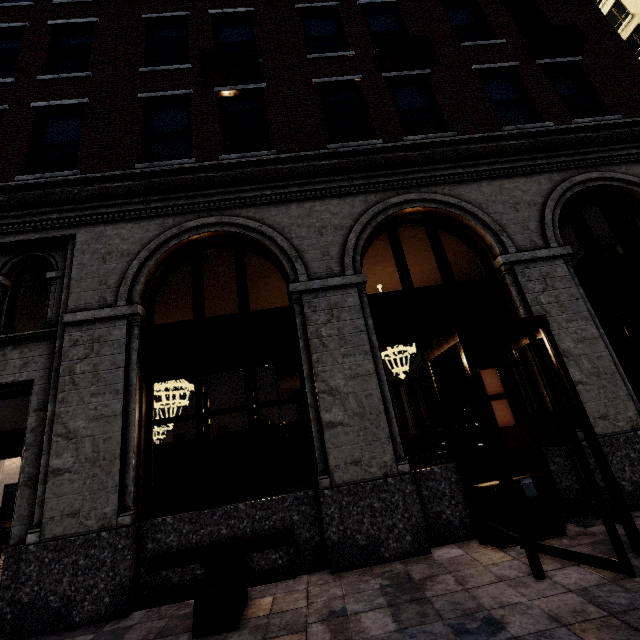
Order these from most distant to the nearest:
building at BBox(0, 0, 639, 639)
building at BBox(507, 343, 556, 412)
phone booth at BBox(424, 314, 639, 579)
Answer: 1. building at BBox(507, 343, 556, 412)
2. building at BBox(0, 0, 639, 639)
3. phone booth at BBox(424, 314, 639, 579)

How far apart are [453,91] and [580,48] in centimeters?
366cm

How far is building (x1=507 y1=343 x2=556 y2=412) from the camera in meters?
5.4 m

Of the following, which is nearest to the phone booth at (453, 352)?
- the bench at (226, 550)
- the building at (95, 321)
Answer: the building at (95, 321)

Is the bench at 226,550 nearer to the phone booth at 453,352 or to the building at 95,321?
the building at 95,321

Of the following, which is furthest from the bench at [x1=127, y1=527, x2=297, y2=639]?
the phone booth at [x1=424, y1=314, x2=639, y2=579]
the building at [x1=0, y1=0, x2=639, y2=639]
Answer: the phone booth at [x1=424, y1=314, x2=639, y2=579]

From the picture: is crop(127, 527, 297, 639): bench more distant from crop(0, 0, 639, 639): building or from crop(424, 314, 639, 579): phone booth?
crop(424, 314, 639, 579): phone booth

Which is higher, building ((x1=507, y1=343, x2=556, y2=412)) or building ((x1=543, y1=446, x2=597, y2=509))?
building ((x1=507, y1=343, x2=556, y2=412))
